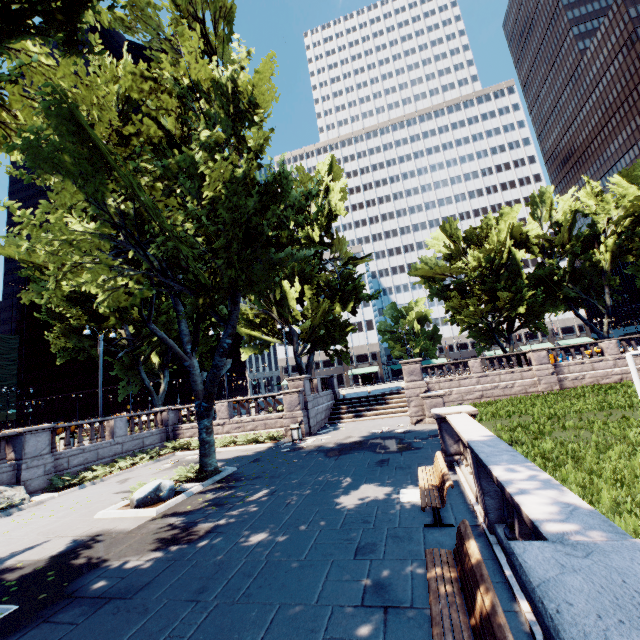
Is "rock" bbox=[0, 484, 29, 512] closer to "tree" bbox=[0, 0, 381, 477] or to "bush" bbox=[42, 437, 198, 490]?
"bush" bbox=[42, 437, 198, 490]

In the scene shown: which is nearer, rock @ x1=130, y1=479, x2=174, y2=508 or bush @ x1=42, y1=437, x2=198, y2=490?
rock @ x1=130, y1=479, x2=174, y2=508

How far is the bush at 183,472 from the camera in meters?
13.2 m

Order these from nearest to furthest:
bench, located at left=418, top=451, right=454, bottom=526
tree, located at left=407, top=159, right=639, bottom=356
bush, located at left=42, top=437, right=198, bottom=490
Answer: bench, located at left=418, top=451, right=454, bottom=526 < bush, located at left=42, top=437, right=198, bottom=490 < tree, located at left=407, top=159, right=639, bottom=356

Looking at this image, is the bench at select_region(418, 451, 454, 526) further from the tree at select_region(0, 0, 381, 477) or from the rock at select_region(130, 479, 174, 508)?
the rock at select_region(130, 479, 174, 508)

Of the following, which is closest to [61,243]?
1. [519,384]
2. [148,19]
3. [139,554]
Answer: [139,554]

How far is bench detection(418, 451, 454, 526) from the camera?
6.8 meters

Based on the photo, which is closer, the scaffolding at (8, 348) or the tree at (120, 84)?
the tree at (120, 84)
